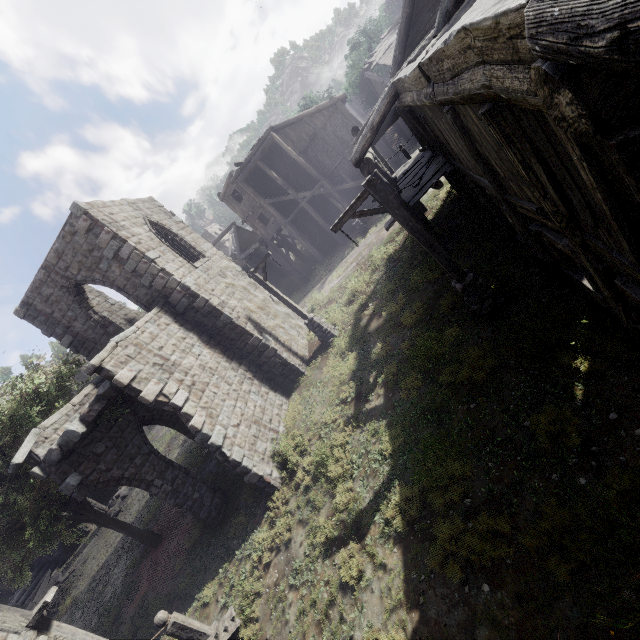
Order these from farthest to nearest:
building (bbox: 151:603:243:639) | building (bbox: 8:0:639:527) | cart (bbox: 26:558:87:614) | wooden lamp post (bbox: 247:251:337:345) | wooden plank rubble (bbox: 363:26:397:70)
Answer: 1. wooden plank rubble (bbox: 363:26:397:70)
2. cart (bbox: 26:558:87:614)
3. wooden lamp post (bbox: 247:251:337:345)
4. building (bbox: 151:603:243:639)
5. building (bbox: 8:0:639:527)

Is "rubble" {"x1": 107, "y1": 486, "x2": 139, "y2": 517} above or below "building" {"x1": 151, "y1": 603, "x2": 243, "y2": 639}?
above

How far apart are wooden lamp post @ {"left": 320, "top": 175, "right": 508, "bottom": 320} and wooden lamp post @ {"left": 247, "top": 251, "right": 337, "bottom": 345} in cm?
628

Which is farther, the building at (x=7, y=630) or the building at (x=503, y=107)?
the building at (x=7, y=630)

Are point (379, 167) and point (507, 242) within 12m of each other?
yes

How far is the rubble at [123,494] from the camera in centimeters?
2191cm

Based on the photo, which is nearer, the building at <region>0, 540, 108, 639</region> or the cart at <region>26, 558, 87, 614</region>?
the building at <region>0, 540, 108, 639</region>

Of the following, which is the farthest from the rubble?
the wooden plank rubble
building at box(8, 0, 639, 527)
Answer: the wooden plank rubble
